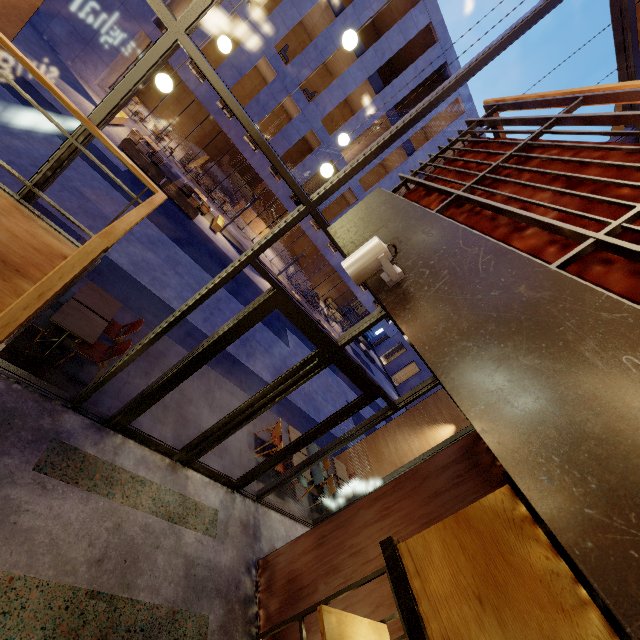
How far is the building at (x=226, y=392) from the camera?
5.91m

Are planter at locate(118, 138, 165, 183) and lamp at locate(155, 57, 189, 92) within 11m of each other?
no

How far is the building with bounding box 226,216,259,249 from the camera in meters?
20.6 m

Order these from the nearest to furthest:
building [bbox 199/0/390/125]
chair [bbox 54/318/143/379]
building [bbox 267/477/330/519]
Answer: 1. chair [bbox 54/318/143/379]
2. building [bbox 267/477/330/519]
3. building [bbox 199/0/390/125]

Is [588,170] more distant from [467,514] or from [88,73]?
[88,73]

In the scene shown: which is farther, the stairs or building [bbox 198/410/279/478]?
building [bbox 198/410/279/478]

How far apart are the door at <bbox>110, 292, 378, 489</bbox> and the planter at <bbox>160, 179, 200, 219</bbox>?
12.9 meters

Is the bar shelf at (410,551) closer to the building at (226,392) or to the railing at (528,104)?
the railing at (528,104)
